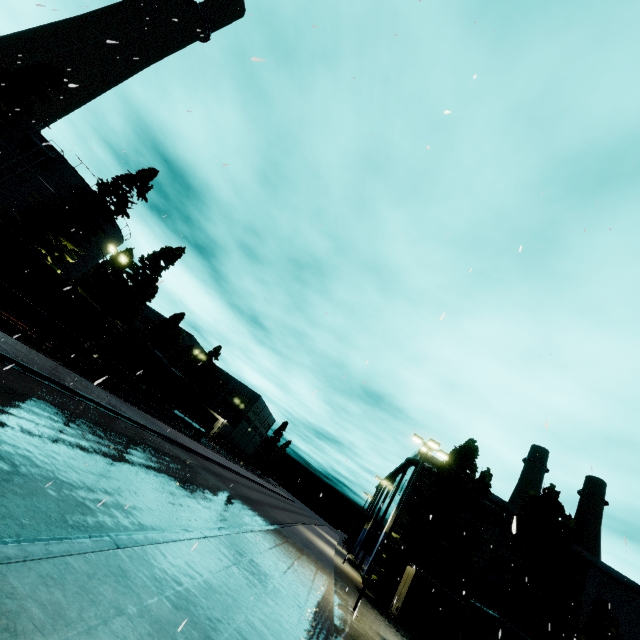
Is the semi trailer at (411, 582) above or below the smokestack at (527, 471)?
below

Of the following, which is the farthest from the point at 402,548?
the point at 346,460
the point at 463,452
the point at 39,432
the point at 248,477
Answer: the point at 248,477

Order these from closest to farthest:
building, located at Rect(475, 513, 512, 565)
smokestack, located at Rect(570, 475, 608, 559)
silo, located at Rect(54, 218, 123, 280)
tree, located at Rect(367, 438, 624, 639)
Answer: tree, located at Rect(367, 438, 624, 639), silo, located at Rect(54, 218, 123, 280), building, located at Rect(475, 513, 512, 565), smokestack, located at Rect(570, 475, 608, 559)

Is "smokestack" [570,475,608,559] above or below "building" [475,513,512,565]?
above

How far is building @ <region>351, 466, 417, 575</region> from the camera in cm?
3766

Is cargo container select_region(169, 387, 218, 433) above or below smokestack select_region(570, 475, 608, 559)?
below

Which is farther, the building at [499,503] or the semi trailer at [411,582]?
the building at [499,503]

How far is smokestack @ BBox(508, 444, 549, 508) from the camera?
44.83m
